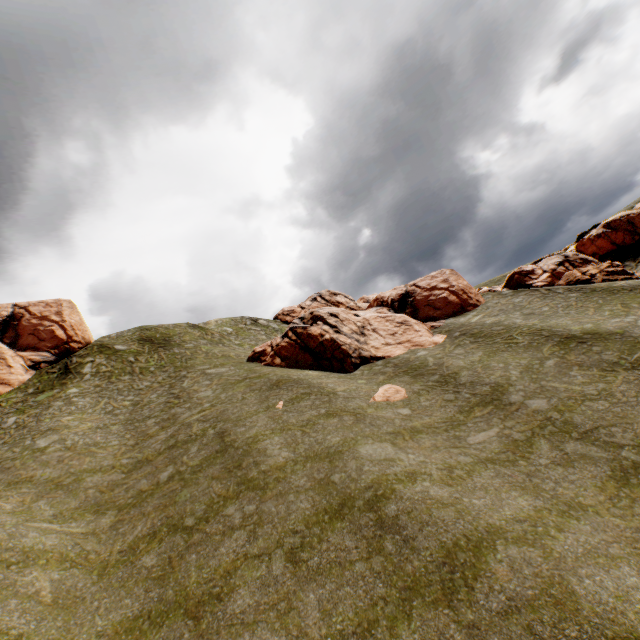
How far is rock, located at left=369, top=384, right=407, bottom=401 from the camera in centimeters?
2014cm

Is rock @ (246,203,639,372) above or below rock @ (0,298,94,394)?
below

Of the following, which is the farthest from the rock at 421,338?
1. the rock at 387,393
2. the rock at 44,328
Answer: the rock at 44,328

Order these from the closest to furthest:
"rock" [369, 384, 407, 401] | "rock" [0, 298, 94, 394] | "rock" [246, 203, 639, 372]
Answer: "rock" [369, 384, 407, 401] < "rock" [246, 203, 639, 372] < "rock" [0, 298, 94, 394]

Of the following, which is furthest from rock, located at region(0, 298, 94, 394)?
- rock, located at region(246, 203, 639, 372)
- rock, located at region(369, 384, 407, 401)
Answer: rock, located at region(369, 384, 407, 401)

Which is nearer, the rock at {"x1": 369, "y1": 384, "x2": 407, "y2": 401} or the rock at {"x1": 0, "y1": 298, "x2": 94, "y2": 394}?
the rock at {"x1": 369, "y1": 384, "x2": 407, "y2": 401}

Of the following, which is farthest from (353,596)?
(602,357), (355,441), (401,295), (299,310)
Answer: (299,310)
